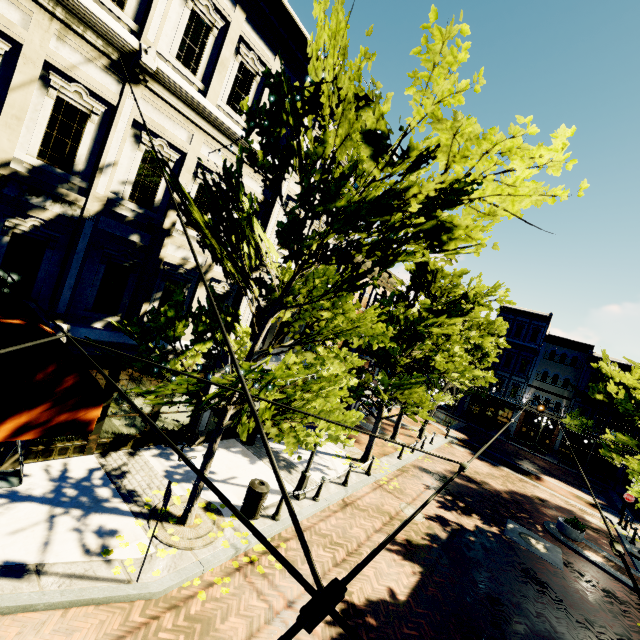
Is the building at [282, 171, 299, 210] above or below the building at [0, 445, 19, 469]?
above

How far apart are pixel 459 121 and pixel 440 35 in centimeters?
112cm

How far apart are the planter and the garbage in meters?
14.6

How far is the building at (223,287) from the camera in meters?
9.9

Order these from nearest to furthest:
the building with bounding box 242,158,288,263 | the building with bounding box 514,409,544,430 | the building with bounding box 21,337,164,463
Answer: the building with bounding box 21,337,164,463 < the building with bounding box 242,158,288,263 < the building with bounding box 514,409,544,430

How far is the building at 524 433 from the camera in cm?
3488

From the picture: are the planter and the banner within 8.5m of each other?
no

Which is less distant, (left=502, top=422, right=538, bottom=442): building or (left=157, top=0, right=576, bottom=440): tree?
(left=157, top=0, right=576, bottom=440): tree
